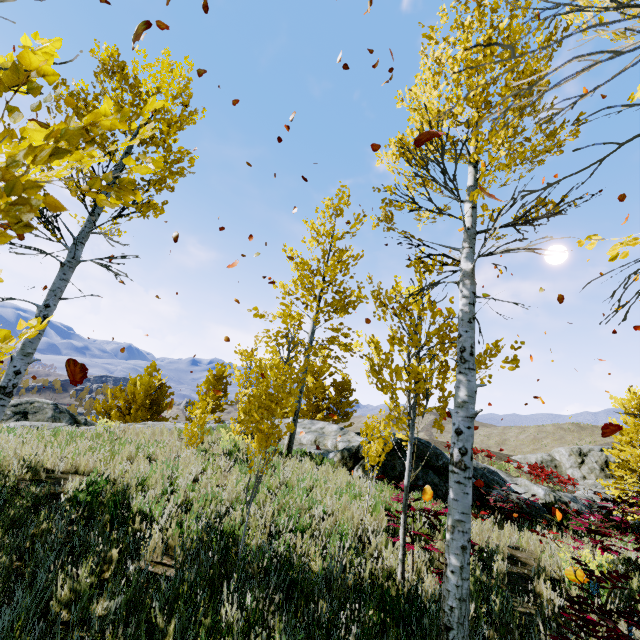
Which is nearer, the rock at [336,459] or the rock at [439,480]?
the rock at [439,480]

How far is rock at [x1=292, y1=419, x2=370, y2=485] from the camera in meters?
10.3

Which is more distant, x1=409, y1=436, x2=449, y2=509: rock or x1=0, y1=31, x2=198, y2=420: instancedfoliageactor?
x1=409, y1=436, x2=449, y2=509: rock

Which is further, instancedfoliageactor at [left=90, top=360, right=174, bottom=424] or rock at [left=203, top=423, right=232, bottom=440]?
instancedfoliageactor at [left=90, top=360, right=174, bottom=424]

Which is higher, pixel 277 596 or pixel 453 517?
pixel 453 517

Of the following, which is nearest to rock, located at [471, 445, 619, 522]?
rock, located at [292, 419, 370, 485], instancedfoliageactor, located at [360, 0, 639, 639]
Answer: instancedfoliageactor, located at [360, 0, 639, 639]

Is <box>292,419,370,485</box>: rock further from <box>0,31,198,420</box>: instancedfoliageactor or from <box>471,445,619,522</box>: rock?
<box>471,445,619,522</box>: rock

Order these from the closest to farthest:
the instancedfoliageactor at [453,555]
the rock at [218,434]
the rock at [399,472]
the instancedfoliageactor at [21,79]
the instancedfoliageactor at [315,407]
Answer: the instancedfoliageactor at [21,79] → the instancedfoliageactor at [453,555] → the instancedfoliageactor at [315,407] → the rock at [399,472] → the rock at [218,434]
